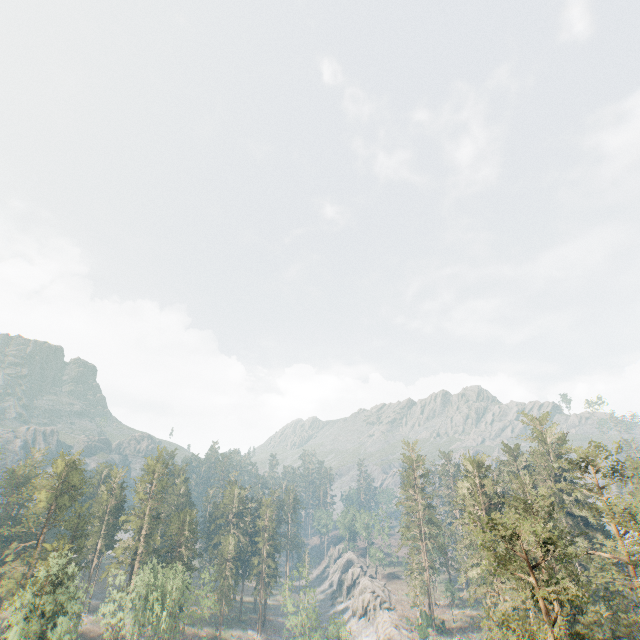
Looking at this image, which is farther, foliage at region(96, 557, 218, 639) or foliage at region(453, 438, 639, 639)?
foliage at region(96, 557, 218, 639)

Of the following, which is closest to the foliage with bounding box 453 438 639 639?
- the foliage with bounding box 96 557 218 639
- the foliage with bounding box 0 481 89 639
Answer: the foliage with bounding box 96 557 218 639

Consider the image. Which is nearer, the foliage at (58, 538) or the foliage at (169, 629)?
the foliage at (58, 538)

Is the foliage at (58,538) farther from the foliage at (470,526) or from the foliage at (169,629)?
the foliage at (470,526)

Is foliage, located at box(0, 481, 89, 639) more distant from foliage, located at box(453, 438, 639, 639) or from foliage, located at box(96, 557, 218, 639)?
foliage, located at box(453, 438, 639, 639)

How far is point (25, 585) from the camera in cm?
4325
